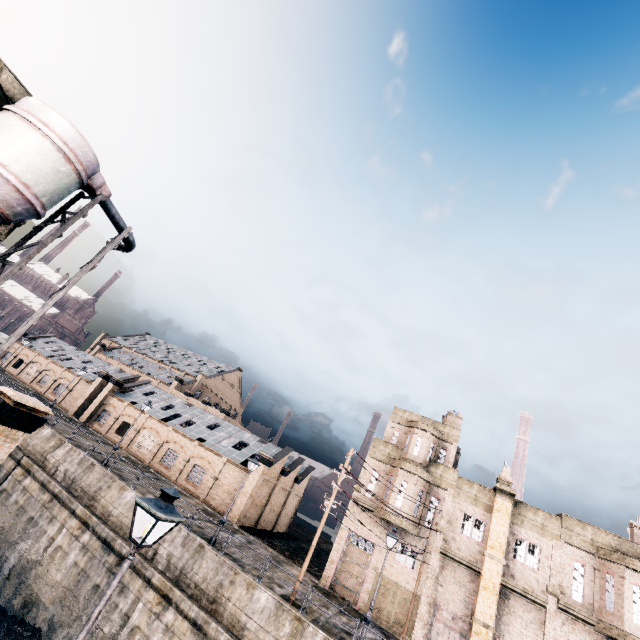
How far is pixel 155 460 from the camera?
37.81m

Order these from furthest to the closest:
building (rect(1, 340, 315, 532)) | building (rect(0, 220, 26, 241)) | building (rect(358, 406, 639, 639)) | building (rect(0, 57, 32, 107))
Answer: building (rect(1, 340, 315, 532))
building (rect(358, 406, 639, 639))
building (rect(0, 220, 26, 241))
building (rect(0, 57, 32, 107))

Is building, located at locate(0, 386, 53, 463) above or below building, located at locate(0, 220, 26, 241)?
below

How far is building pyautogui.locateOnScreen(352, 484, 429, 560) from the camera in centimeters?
2567cm

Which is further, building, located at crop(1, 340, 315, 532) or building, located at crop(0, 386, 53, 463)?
building, located at crop(1, 340, 315, 532)

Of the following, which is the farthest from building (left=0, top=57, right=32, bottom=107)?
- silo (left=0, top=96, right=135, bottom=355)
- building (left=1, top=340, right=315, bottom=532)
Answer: building (left=1, top=340, right=315, bottom=532)

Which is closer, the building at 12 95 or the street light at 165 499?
the street light at 165 499

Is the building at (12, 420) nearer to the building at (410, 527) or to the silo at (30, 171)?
the silo at (30, 171)
